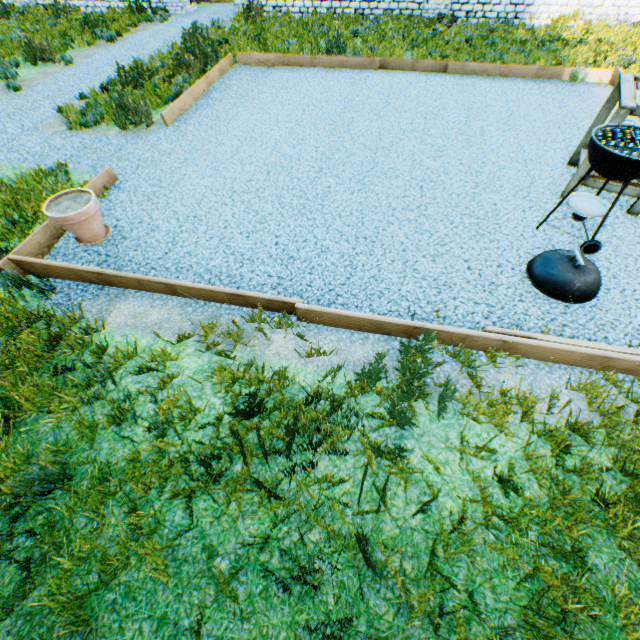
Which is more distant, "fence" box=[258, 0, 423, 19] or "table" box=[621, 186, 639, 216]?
"fence" box=[258, 0, 423, 19]

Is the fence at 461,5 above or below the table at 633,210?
above

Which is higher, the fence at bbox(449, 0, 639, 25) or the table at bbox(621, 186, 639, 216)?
the fence at bbox(449, 0, 639, 25)

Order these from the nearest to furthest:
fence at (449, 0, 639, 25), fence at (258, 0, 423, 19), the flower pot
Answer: the flower pot → fence at (449, 0, 639, 25) → fence at (258, 0, 423, 19)

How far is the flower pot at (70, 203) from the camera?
3.18m

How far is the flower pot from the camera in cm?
318

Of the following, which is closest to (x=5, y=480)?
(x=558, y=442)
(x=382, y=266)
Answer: (x=382, y=266)

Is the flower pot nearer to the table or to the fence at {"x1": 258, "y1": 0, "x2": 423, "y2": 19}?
the table
